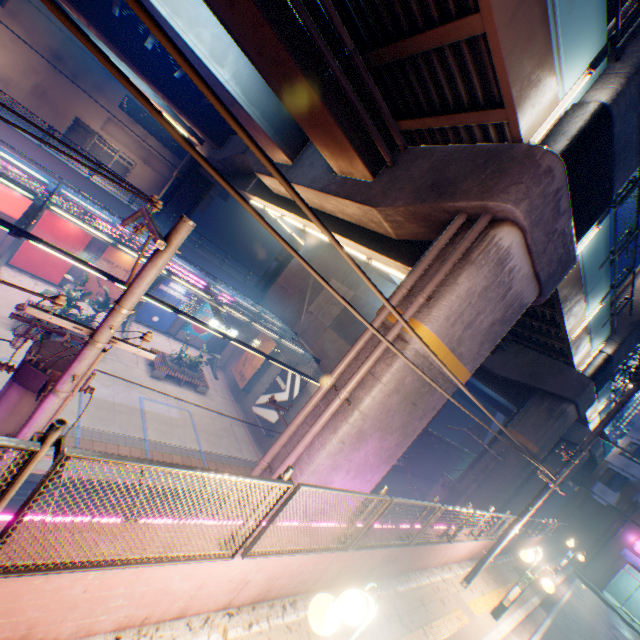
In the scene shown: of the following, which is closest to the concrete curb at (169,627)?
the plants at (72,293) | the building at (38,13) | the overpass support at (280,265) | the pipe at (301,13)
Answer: the pipe at (301,13)

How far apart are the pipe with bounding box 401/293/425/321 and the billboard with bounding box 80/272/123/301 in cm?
2063

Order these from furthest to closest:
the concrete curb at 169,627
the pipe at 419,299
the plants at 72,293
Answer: the plants at 72,293 < the pipe at 419,299 < the concrete curb at 169,627

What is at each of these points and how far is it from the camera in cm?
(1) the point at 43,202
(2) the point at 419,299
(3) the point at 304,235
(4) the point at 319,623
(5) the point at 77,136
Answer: (1) canopy, 1062
(2) pipe, 683
(3) overpass support, 2956
(4) street lamp, 272
(5) building, 3497

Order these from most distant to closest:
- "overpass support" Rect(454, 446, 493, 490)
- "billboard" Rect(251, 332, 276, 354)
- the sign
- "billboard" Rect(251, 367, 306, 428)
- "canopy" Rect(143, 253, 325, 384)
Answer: "billboard" Rect(251, 332, 276, 354) < "billboard" Rect(251, 367, 306, 428) < the sign < "overpass support" Rect(454, 446, 493, 490) < "canopy" Rect(143, 253, 325, 384)

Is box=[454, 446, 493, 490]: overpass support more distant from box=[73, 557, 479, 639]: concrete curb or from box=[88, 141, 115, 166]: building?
box=[88, 141, 115, 166]: building

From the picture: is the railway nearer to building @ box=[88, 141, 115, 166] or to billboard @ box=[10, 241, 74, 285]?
billboard @ box=[10, 241, 74, 285]

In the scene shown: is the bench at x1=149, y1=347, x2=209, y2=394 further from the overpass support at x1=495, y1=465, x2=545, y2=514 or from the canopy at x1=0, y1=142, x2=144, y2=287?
the overpass support at x1=495, y1=465, x2=545, y2=514
